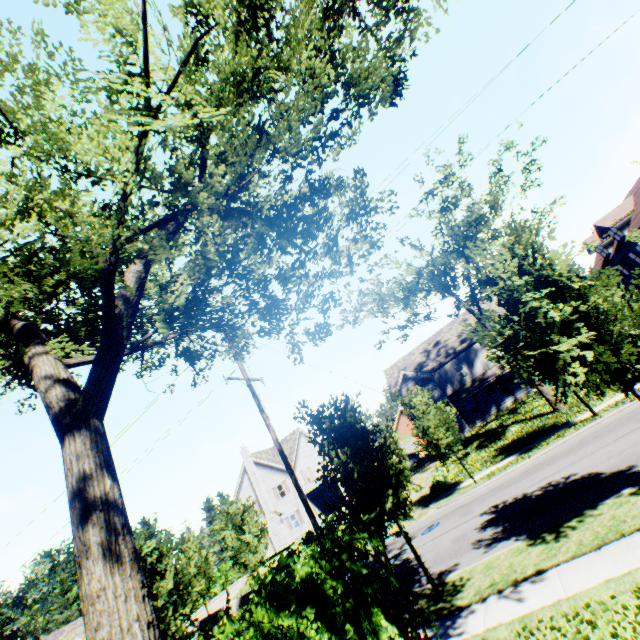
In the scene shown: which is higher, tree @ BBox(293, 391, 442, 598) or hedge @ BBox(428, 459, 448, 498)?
tree @ BBox(293, 391, 442, 598)

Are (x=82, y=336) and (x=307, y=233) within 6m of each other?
yes

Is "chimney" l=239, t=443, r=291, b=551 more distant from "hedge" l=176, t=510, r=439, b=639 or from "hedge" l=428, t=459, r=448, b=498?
"hedge" l=176, t=510, r=439, b=639

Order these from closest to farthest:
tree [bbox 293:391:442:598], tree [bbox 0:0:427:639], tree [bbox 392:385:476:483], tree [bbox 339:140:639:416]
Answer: tree [bbox 0:0:427:639], tree [bbox 339:140:639:416], tree [bbox 293:391:442:598], tree [bbox 392:385:476:483]

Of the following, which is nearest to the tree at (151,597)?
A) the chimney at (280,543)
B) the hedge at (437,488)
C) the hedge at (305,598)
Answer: the hedge at (305,598)

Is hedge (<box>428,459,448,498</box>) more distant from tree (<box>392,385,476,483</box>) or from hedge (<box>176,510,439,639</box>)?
hedge (<box>176,510,439,639</box>)

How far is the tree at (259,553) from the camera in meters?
22.9 m

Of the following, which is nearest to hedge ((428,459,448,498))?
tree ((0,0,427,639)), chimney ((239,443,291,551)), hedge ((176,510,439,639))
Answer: tree ((0,0,427,639))
